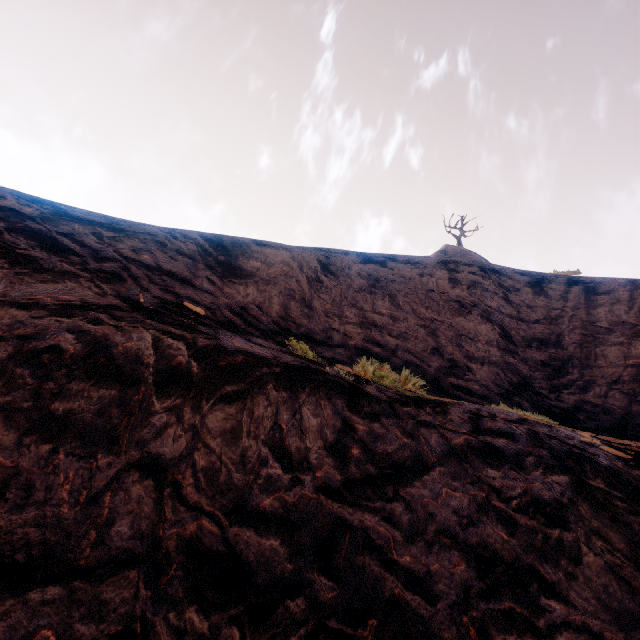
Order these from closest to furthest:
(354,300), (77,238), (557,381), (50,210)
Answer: (77,238) < (50,210) < (557,381) < (354,300)
